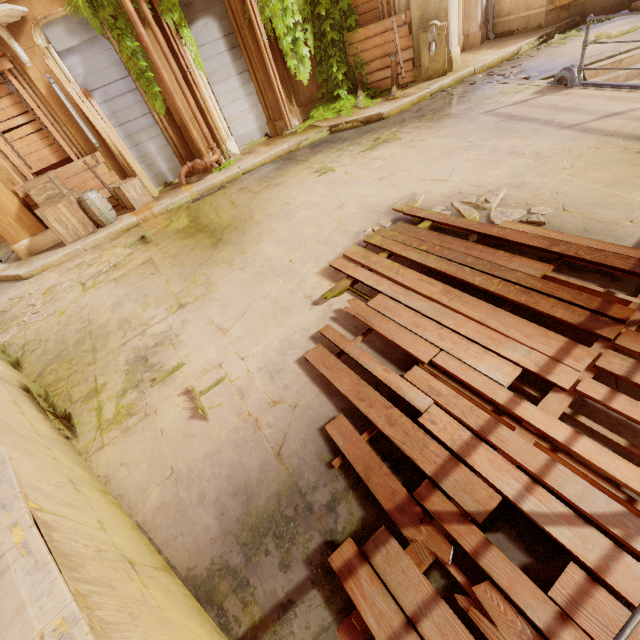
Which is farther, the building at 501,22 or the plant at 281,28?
the building at 501,22

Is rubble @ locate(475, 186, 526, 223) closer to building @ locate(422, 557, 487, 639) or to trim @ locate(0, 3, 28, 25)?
building @ locate(422, 557, 487, 639)

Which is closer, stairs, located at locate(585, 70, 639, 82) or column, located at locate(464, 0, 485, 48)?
stairs, located at locate(585, 70, 639, 82)

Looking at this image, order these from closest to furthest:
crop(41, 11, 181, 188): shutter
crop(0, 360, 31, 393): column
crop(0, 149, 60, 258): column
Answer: crop(0, 360, 31, 393): column
crop(41, 11, 181, 188): shutter
crop(0, 149, 60, 258): column

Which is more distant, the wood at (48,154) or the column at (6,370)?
the wood at (48,154)

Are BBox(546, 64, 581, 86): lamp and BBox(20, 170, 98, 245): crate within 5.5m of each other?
no

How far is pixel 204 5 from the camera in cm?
804

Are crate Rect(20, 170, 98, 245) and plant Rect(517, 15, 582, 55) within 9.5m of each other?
no
